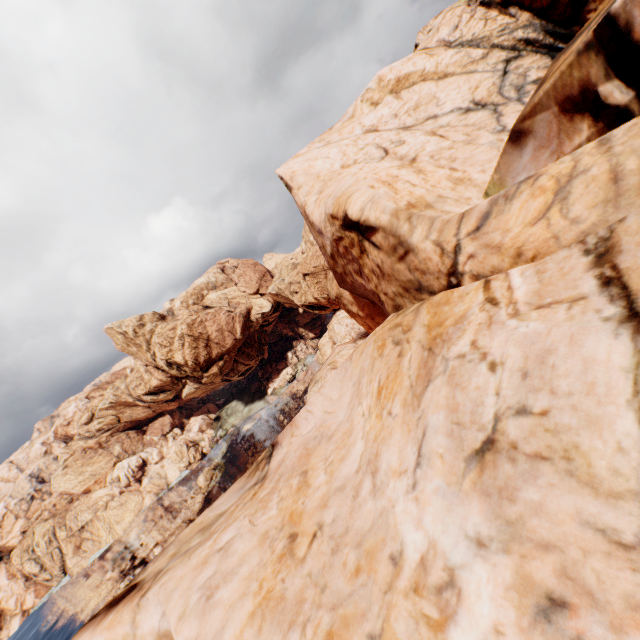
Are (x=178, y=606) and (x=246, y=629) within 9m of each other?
yes
